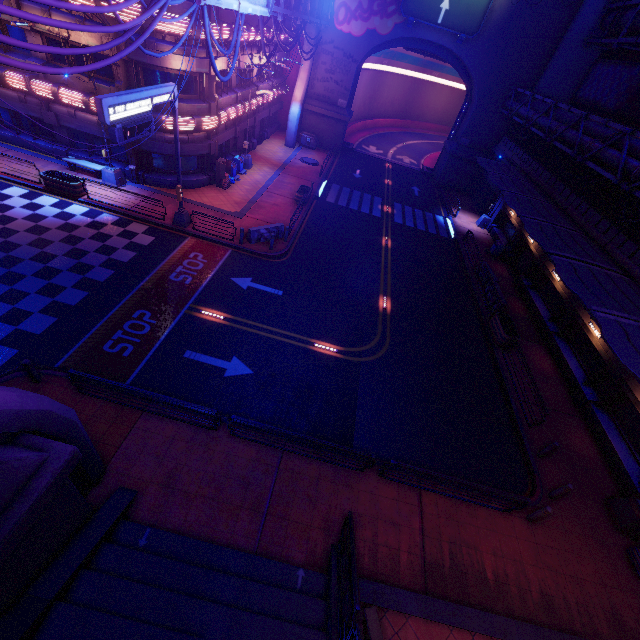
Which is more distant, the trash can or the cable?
the trash can

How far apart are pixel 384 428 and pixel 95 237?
17.79m

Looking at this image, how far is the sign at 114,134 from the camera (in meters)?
11.59

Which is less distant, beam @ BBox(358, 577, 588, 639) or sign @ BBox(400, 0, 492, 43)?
beam @ BBox(358, 577, 588, 639)

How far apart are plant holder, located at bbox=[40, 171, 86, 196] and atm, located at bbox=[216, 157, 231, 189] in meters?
8.3 m

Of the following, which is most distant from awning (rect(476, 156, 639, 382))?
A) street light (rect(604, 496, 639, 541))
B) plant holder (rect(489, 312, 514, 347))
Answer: street light (rect(604, 496, 639, 541))

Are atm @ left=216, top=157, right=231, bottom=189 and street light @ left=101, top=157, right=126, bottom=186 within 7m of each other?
yes

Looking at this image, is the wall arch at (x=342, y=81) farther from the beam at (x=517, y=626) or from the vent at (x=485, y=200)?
the beam at (x=517, y=626)
